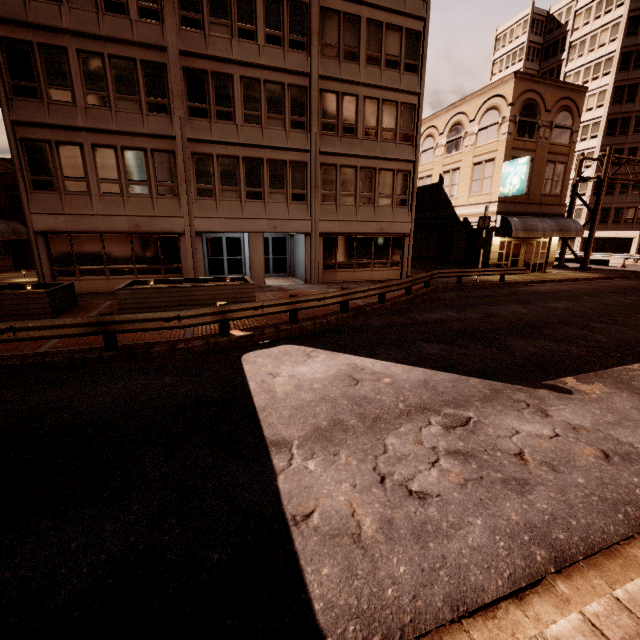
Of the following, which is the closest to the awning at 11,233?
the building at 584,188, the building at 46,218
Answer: the building at 46,218

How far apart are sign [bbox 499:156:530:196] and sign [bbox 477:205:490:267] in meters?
3.5

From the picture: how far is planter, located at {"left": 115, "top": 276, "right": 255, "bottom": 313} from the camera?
11.8 meters

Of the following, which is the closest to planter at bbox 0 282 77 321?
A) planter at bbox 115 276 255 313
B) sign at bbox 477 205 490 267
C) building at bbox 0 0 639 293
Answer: planter at bbox 115 276 255 313

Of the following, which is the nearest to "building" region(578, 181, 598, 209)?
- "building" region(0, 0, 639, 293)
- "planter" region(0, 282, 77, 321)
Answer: "building" region(0, 0, 639, 293)

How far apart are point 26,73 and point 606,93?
61.5 meters

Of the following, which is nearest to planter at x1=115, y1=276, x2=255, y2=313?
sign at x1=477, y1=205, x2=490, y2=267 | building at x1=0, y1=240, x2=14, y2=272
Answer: building at x1=0, y1=240, x2=14, y2=272

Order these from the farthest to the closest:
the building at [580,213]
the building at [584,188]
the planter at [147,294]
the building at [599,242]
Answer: the building at [580,213] < the building at [584,188] < the building at [599,242] < the planter at [147,294]
